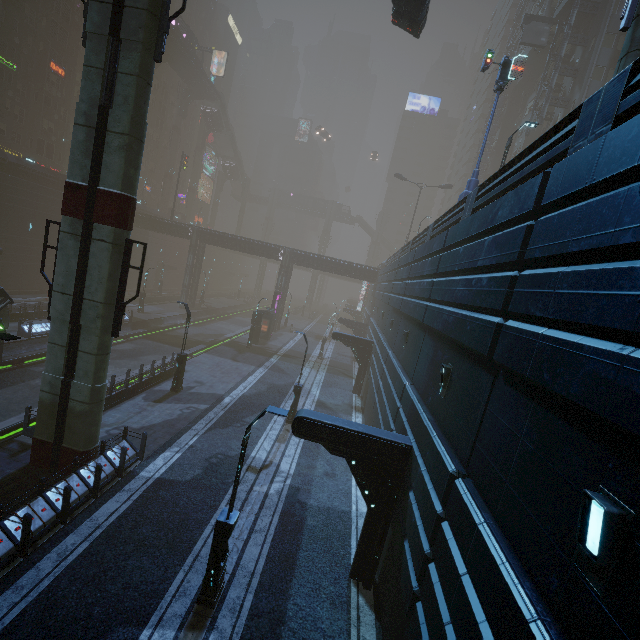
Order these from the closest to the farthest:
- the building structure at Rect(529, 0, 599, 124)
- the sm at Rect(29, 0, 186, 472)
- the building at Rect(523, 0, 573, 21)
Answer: the sm at Rect(29, 0, 186, 472) → the building structure at Rect(529, 0, 599, 124) → the building at Rect(523, 0, 573, 21)

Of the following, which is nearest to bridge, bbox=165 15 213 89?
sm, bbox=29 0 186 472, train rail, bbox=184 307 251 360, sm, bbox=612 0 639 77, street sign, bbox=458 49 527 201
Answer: sm, bbox=29 0 186 472

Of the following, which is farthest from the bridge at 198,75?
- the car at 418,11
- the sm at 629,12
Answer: the sm at 629,12

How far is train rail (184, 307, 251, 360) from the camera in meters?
33.3

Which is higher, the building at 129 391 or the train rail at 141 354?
the building at 129 391

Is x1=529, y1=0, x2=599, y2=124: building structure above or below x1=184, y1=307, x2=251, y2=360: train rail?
above

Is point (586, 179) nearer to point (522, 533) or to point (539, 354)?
point (539, 354)

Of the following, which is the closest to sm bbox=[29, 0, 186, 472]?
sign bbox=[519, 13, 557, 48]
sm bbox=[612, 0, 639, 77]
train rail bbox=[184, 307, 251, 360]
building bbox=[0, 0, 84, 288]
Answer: building bbox=[0, 0, 84, 288]
